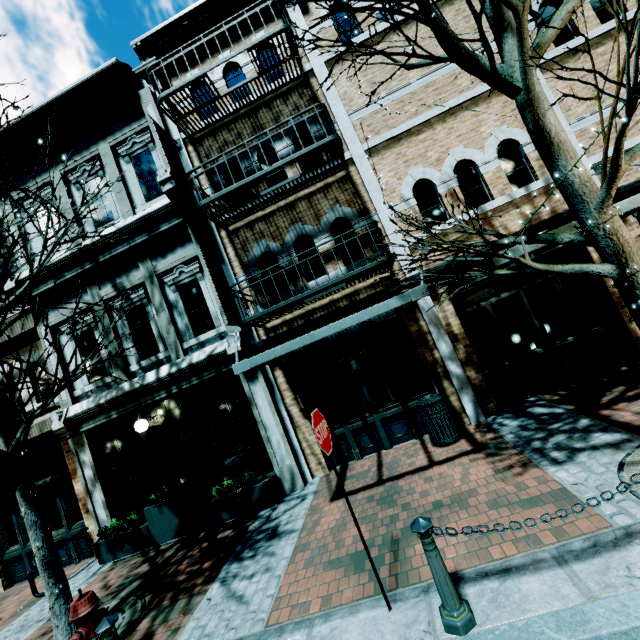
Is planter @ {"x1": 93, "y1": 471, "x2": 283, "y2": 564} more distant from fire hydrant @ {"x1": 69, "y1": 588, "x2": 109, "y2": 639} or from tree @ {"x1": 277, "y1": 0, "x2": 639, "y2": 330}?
tree @ {"x1": 277, "y1": 0, "x2": 639, "y2": 330}

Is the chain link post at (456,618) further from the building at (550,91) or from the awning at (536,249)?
the building at (550,91)

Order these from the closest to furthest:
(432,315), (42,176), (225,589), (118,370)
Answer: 1. (225,589)
2. (432,315)
3. (118,370)
4. (42,176)

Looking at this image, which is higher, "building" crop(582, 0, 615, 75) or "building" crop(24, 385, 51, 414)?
"building" crop(582, 0, 615, 75)

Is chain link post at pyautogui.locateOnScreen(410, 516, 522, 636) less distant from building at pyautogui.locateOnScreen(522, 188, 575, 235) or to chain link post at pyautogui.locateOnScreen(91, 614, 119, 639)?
chain link post at pyautogui.locateOnScreen(91, 614, 119, 639)

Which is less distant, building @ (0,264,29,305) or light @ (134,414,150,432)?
light @ (134,414,150,432)

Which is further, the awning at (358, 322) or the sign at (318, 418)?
the awning at (358, 322)

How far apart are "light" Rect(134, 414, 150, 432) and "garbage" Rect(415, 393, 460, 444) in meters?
6.3
